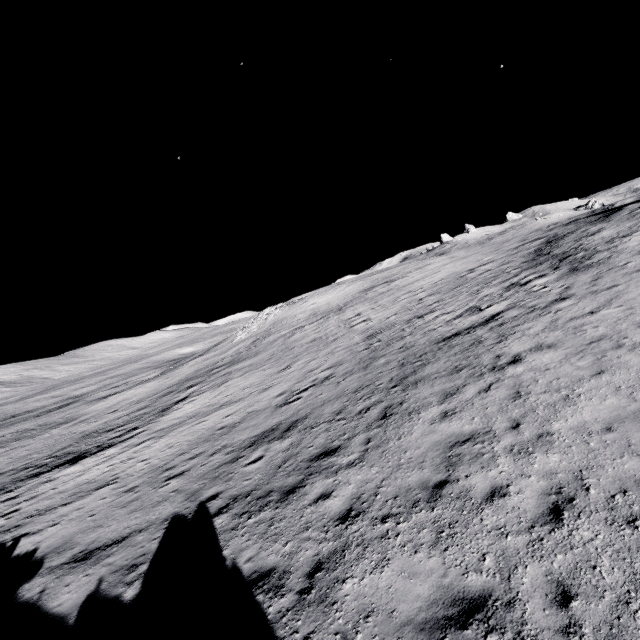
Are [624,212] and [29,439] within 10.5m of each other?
no
